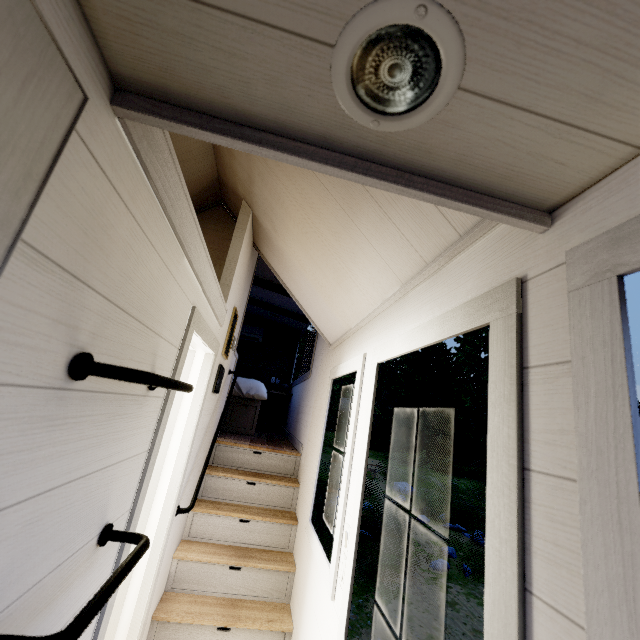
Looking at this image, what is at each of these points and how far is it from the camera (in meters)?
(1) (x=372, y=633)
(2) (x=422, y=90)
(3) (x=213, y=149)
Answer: (1) rock, 5.20
(2) bp, 0.55
(3) tree, 2.64

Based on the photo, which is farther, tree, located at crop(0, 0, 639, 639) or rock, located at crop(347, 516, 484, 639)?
rock, located at crop(347, 516, 484, 639)

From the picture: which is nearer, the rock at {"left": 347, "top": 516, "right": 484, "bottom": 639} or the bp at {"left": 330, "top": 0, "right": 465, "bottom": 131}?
the bp at {"left": 330, "top": 0, "right": 465, "bottom": 131}

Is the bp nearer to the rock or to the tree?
the tree

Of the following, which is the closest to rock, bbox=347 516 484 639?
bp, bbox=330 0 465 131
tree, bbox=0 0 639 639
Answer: tree, bbox=0 0 639 639

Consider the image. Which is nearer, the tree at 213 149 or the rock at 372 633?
the tree at 213 149

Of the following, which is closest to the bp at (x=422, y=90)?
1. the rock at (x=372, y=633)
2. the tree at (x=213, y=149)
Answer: the tree at (x=213, y=149)
